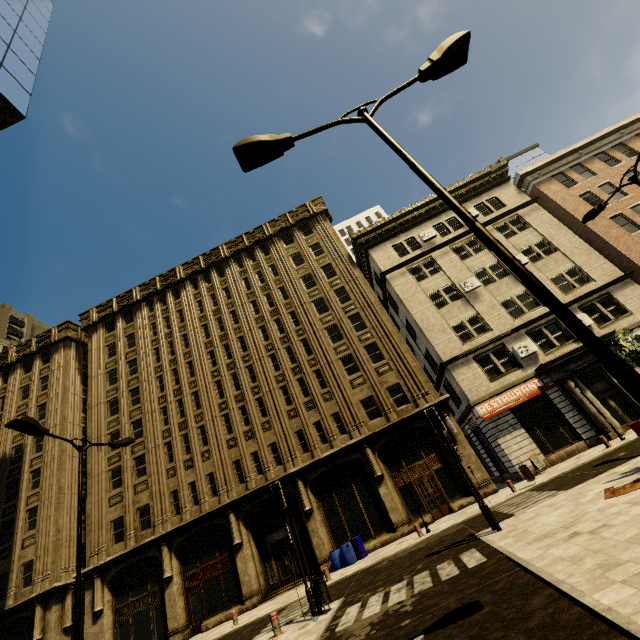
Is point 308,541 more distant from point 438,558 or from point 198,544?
point 438,558

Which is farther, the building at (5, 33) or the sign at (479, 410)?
the sign at (479, 410)

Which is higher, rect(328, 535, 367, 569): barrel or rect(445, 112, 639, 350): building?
rect(445, 112, 639, 350): building

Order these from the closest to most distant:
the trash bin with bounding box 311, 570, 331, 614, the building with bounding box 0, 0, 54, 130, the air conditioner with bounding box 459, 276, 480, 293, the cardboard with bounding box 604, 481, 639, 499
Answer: the cardboard with bounding box 604, 481, 639, 499 → the trash bin with bounding box 311, 570, 331, 614 → the building with bounding box 0, 0, 54, 130 → the air conditioner with bounding box 459, 276, 480, 293

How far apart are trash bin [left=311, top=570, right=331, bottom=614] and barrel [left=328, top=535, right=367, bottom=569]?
8.8 meters

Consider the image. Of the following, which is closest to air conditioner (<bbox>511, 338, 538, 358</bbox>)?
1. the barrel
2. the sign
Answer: the sign

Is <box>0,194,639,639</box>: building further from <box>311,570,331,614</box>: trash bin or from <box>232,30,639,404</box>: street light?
<box>311,570,331,614</box>: trash bin

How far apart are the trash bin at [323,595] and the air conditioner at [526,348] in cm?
1798
